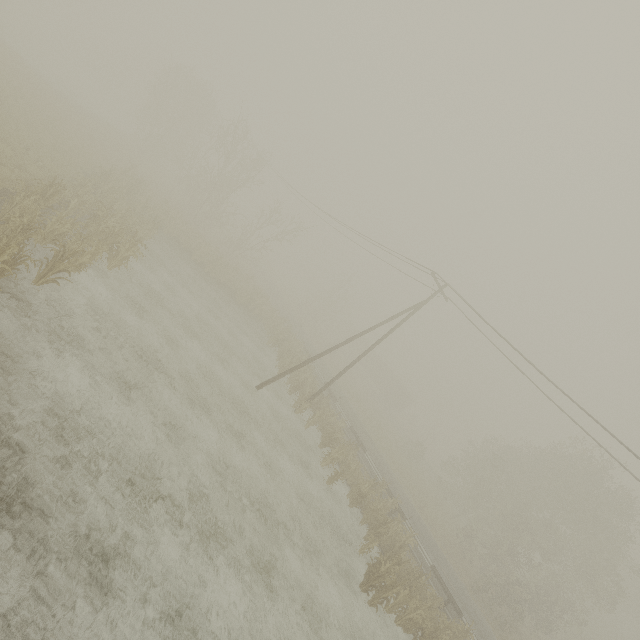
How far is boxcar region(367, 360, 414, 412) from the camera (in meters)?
54.81

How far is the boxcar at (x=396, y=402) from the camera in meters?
54.8 m

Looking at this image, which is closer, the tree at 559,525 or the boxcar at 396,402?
the tree at 559,525

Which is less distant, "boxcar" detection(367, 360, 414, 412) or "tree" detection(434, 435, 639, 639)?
"tree" detection(434, 435, 639, 639)

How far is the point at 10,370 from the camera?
7.6 meters
